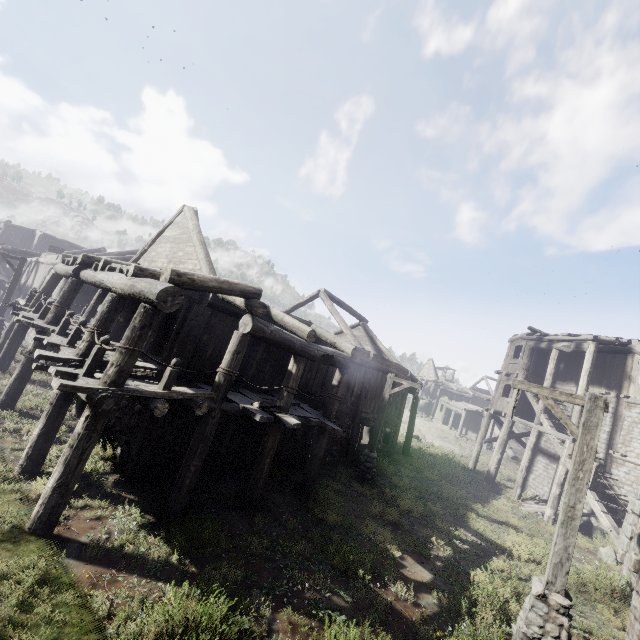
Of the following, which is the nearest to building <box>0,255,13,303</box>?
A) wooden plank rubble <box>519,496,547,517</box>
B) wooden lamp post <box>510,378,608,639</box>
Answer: wooden plank rubble <box>519,496,547,517</box>

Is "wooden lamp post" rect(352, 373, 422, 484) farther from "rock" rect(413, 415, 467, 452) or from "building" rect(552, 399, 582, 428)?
"rock" rect(413, 415, 467, 452)

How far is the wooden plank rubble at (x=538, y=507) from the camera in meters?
16.6

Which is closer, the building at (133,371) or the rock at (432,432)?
the building at (133,371)

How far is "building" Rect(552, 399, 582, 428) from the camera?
16.5 meters

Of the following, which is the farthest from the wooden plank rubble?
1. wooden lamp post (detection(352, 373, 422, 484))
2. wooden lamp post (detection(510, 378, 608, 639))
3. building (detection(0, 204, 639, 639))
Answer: wooden lamp post (detection(510, 378, 608, 639))

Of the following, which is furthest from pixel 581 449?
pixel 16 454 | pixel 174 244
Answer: pixel 174 244

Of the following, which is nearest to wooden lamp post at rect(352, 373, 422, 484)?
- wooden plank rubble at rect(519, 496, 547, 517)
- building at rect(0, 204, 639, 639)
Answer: building at rect(0, 204, 639, 639)
